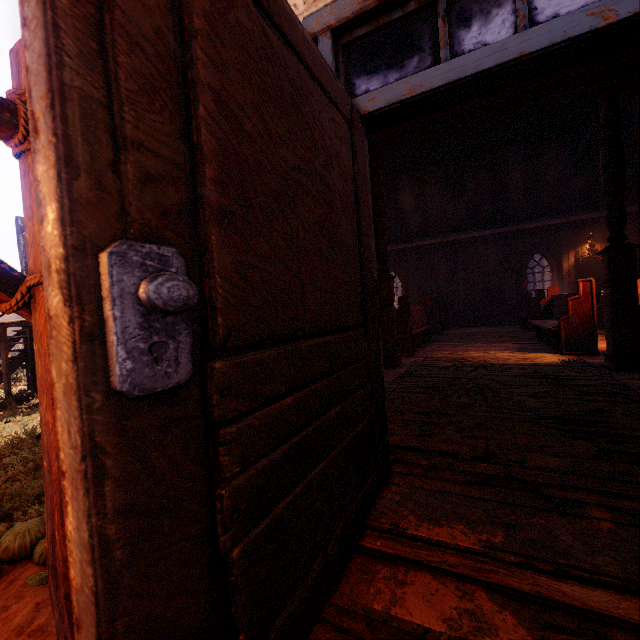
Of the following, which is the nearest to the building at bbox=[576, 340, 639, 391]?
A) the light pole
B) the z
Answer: the z

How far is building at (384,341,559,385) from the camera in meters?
5.5

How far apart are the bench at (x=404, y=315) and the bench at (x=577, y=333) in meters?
2.4

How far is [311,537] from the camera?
1.1m

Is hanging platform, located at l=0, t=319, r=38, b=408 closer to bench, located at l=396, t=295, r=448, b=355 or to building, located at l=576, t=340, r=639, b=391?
building, located at l=576, t=340, r=639, b=391

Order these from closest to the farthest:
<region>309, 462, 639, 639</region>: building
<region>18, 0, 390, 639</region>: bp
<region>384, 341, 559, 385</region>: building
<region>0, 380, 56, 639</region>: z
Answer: <region>18, 0, 390, 639</region>: bp, <region>309, 462, 639, 639</region>: building, <region>0, 380, 56, 639</region>: z, <region>384, 341, 559, 385</region>: building

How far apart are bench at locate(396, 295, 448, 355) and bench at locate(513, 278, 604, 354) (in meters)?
2.40

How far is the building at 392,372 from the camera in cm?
547
